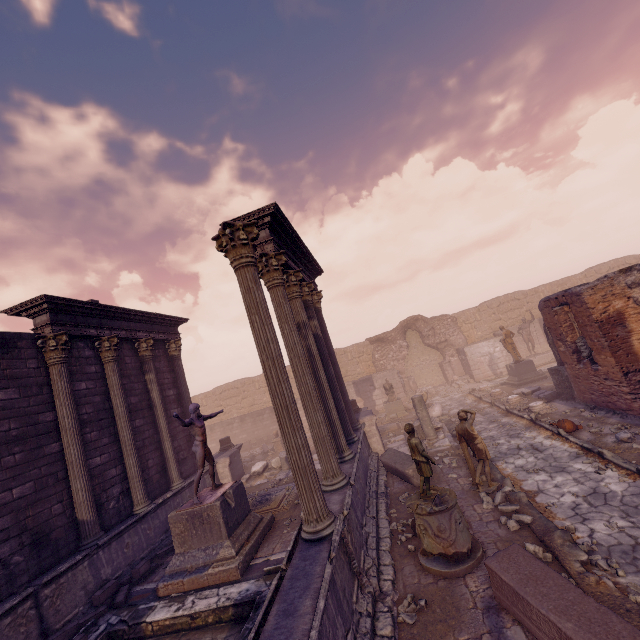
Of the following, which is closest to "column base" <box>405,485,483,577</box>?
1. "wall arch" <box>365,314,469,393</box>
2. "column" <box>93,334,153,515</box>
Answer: "column" <box>93,334,153,515</box>

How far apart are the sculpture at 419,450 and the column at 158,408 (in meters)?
8.95

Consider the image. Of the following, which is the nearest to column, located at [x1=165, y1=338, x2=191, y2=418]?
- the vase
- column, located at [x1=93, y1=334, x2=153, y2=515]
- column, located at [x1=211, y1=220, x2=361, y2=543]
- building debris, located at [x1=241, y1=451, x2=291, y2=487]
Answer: building debris, located at [x1=241, y1=451, x2=291, y2=487]

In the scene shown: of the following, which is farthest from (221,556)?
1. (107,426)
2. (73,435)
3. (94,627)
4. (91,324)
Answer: (91,324)

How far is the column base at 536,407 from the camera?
11.78m

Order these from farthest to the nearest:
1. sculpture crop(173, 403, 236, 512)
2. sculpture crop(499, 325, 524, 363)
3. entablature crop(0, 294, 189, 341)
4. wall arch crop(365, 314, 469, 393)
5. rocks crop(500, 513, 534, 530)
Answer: wall arch crop(365, 314, 469, 393), sculpture crop(499, 325, 524, 363), entablature crop(0, 294, 189, 341), sculpture crop(173, 403, 236, 512), rocks crop(500, 513, 534, 530)

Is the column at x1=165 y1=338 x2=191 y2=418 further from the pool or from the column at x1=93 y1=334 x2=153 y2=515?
the pool

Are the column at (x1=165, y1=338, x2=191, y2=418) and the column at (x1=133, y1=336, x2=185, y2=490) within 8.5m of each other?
yes
